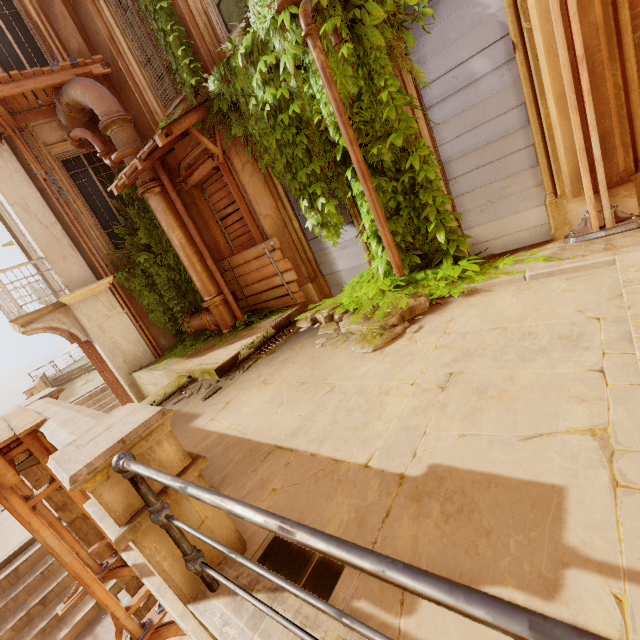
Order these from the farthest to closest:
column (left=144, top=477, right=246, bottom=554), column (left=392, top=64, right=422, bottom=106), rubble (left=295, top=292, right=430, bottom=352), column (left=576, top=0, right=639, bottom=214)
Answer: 1. column (left=392, top=64, right=422, bottom=106)
2. rubble (left=295, top=292, right=430, bottom=352)
3. column (left=576, top=0, right=639, bottom=214)
4. column (left=144, top=477, right=246, bottom=554)

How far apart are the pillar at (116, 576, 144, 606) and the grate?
2.78m

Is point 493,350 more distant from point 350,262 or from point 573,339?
point 350,262

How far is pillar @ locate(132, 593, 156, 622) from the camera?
5.1 meters

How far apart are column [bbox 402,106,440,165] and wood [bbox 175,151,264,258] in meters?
3.7 m

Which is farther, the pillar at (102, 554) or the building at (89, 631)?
Answer: the building at (89, 631)

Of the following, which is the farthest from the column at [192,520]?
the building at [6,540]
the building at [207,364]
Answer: the building at [6,540]
